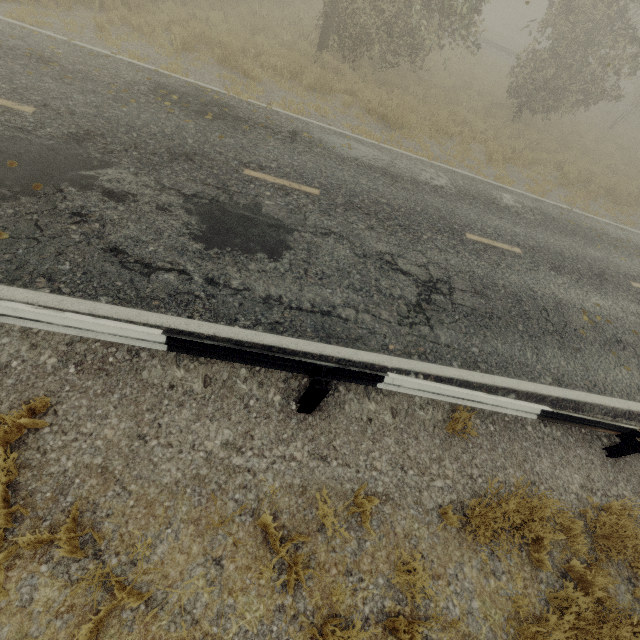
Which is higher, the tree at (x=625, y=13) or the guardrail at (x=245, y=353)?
the tree at (x=625, y=13)

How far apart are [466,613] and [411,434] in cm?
181

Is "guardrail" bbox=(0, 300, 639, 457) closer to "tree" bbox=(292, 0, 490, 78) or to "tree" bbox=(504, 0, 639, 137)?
"tree" bbox=(292, 0, 490, 78)

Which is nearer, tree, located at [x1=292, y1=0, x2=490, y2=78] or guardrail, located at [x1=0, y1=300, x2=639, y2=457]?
guardrail, located at [x1=0, y1=300, x2=639, y2=457]

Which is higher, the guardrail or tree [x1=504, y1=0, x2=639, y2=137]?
tree [x1=504, y1=0, x2=639, y2=137]

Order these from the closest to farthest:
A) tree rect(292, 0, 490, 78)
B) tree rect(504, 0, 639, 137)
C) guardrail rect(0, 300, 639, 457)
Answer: guardrail rect(0, 300, 639, 457), tree rect(292, 0, 490, 78), tree rect(504, 0, 639, 137)

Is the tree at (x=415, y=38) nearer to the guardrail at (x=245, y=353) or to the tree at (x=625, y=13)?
the guardrail at (x=245, y=353)
